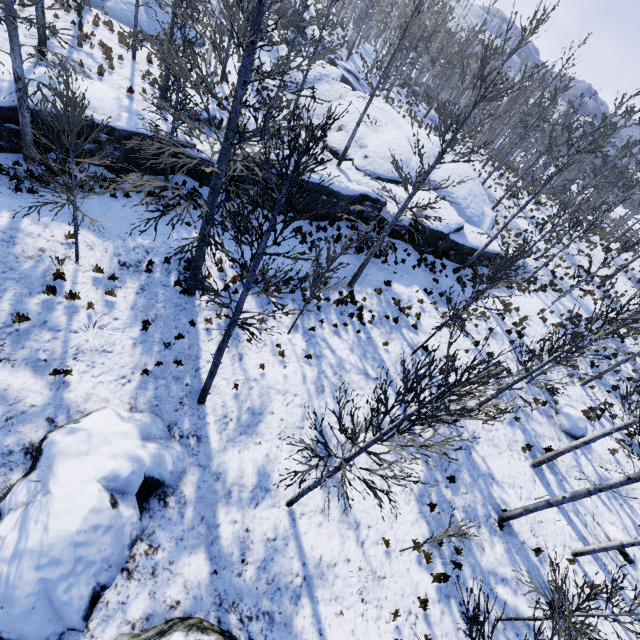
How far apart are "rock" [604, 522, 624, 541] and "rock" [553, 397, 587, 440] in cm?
332

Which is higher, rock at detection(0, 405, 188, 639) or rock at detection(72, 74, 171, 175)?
rock at detection(72, 74, 171, 175)

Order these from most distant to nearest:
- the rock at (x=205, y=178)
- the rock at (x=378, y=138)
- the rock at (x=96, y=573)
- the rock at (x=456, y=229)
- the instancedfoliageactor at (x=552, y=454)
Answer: the rock at (x=456, y=229), the rock at (x=378, y=138), the rock at (x=205, y=178), the instancedfoliageactor at (x=552, y=454), the rock at (x=96, y=573)

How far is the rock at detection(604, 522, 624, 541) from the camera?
11.7 meters

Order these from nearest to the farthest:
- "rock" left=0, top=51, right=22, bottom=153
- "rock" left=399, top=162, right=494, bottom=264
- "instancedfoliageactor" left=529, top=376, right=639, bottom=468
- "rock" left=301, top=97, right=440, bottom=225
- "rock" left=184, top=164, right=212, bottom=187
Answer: "instancedfoliageactor" left=529, top=376, right=639, bottom=468, "rock" left=0, top=51, right=22, bottom=153, "rock" left=184, top=164, right=212, bottom=187, "rock" left=301, top=97, right=440, bottom=225, "rock" left=399, top=162, right=494, bottom=264

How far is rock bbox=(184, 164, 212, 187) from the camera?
14.22m

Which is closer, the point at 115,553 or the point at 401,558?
the point at 115,553

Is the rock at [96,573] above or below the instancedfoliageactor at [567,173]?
below
